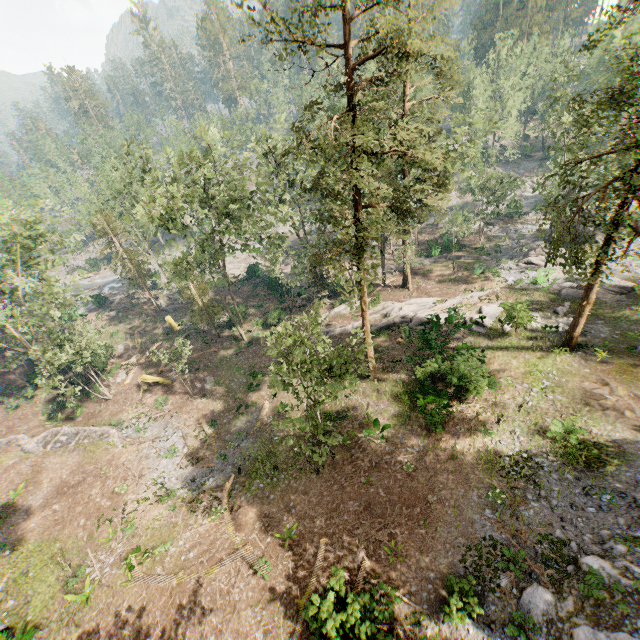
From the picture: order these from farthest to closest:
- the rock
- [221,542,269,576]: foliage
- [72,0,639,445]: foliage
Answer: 1. [221,542,269,576]: foliage
2. [72,0,639,445]: foliage
3. the rock

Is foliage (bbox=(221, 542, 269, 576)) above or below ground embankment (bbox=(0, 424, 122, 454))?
above

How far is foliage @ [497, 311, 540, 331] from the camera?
23.7m

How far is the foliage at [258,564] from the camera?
14.64m

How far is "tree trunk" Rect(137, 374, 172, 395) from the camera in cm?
3162

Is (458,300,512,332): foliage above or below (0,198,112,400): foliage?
below

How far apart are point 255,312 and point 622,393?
34.3m

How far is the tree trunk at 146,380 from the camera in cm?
3162
